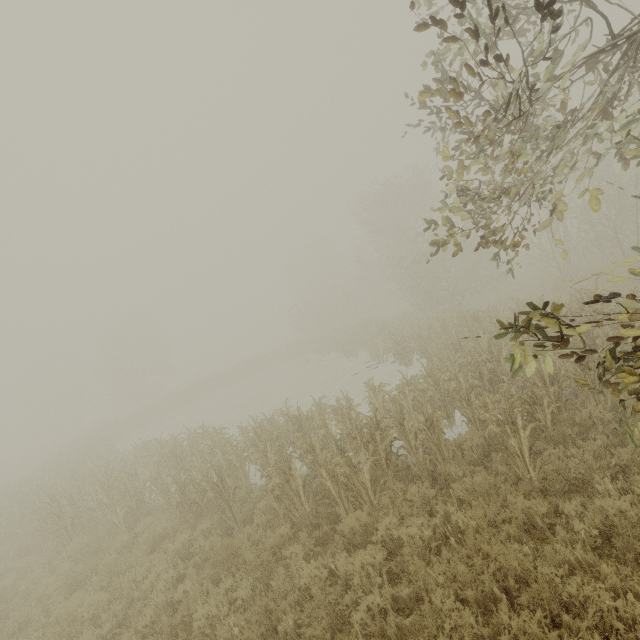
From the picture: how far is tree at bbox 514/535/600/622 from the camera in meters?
3.8 m

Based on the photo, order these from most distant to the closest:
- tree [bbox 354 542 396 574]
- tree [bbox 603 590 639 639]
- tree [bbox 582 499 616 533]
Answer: tree [bbox 354 542 396 574]
tree [bbox 582 499 616 533]
tree [bbox 603 590 639 639]

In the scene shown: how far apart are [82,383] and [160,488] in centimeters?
5685cm

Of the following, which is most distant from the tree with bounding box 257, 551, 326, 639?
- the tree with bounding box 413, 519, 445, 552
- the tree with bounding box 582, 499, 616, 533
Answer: the tree with bounding box 582, 499, 616, 533

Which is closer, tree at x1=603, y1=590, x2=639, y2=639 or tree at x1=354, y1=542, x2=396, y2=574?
tree at x1=603, y1=590, x2=639, y2=639

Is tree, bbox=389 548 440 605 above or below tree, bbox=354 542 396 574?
below

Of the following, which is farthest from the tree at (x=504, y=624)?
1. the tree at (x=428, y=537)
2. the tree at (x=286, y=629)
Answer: the tree at (x=286, y=629)

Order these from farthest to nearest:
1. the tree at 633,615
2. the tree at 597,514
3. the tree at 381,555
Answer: the tree at 381,555 < the tree at 597,514 < the tree at 633,615
